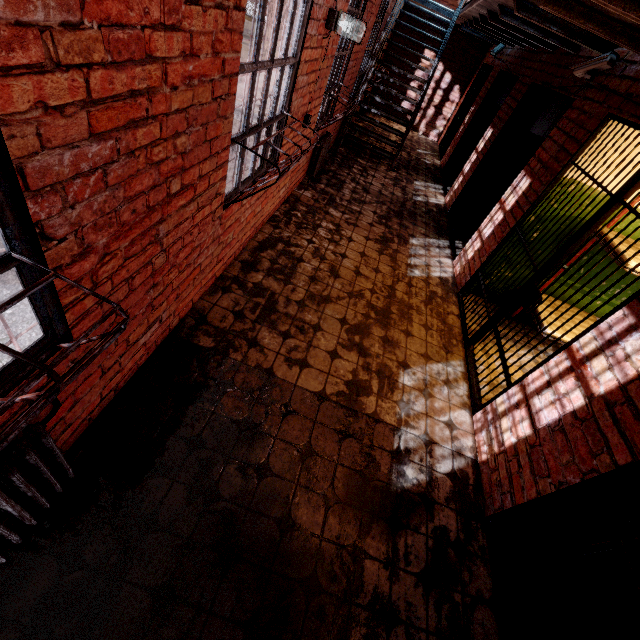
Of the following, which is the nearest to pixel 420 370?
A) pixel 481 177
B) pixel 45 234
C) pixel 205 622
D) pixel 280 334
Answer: pixel 280 334

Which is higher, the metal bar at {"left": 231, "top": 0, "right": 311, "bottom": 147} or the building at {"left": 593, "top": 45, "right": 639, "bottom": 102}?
the building at {"left": 593, "top": 45, "right": 639, "bottom": 102}

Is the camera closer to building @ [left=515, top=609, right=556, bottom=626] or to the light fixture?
building @ [left=515, top=609, right=556, bottom=626]

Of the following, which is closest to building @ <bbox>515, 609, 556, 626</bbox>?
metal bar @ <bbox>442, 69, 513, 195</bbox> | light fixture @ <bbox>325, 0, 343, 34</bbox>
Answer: metal bar @ <bbox>442, 69, 513, 195</bbox>

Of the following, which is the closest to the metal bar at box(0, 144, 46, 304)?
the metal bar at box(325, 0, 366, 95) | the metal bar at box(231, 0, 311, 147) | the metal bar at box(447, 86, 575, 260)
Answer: the metal bar at box(231, 0, 311, 147)

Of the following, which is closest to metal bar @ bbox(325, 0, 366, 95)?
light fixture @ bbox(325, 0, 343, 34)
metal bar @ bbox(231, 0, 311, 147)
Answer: light fixture @ bbox(325, 0, 343, 34)

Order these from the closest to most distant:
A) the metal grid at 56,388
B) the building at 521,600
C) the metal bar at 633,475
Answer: the metal grid at 56,388 → the metal bar at 633,475 → the building at 521,600

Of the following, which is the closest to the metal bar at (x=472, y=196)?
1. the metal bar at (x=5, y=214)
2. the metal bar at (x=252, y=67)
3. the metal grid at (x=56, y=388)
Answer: the metal bar at (x=252, y=67)
